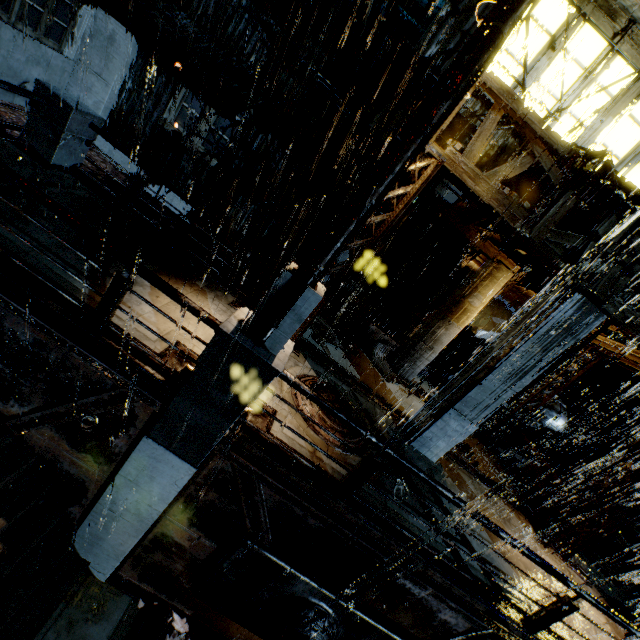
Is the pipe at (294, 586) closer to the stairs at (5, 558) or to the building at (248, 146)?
the stairs at (5, 558)

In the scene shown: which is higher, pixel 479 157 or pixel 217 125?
pixel 479 157

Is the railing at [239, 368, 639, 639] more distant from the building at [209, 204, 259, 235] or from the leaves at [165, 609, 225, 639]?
the leaves at [165, 609, 225, 639]

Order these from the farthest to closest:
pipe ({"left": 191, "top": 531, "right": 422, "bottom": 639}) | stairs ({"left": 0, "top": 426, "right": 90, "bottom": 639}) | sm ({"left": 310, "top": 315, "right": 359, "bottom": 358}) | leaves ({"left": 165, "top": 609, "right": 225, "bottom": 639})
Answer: sm ({"left": 310, "top": 315, "right": 359, "bottom": 358}), leaves ({"left": 165, "top": 609, "right": 225, "bottom": 639}), pipe ({"left": 191, "top": 531, "right": 422, "bottom": 639}), stairs ({"left": 0, "top": 426, "right": 90, "bottom": 639})

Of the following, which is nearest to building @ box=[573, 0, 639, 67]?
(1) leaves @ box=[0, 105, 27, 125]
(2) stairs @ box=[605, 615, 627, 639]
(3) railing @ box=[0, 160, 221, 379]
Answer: (2) stairs @ box=[605, 615, 627, 639]

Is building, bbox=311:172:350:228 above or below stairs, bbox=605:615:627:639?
above

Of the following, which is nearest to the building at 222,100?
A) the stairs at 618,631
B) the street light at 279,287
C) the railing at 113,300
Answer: the stairs at 618,631

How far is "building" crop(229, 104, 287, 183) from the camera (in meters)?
14.31
